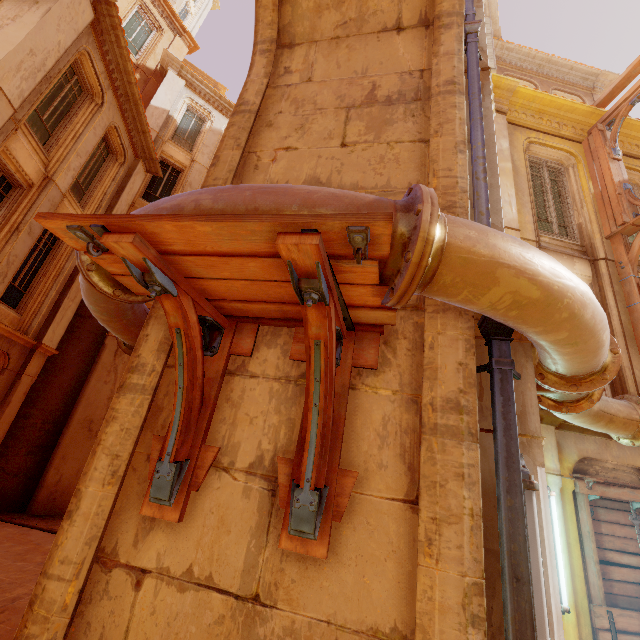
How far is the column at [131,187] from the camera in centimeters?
1165cm

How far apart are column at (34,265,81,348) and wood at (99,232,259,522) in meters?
9.6

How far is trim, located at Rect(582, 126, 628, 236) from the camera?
7.39m

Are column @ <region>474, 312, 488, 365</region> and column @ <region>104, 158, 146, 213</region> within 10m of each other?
no

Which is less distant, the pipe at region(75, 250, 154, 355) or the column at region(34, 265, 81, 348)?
the pipe at region(75, 250, 154, 355)

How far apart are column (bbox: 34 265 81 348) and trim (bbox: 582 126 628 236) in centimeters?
1471cm

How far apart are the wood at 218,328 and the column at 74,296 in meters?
9.6

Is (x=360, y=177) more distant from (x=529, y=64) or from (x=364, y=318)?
(x=529, y=64)
